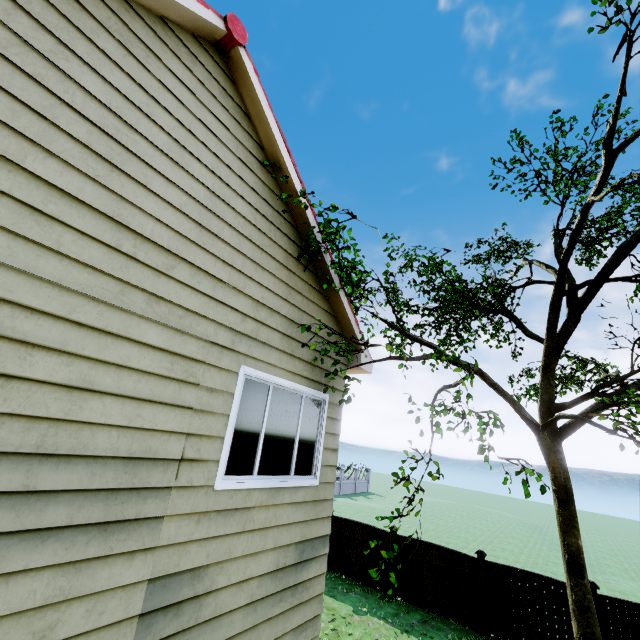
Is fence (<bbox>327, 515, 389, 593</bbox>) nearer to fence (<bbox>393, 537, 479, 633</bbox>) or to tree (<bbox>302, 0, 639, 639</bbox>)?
fence (<bbox>393, 537, 479, 633</bbox>)

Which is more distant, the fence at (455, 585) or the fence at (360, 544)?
the fence at (360, 544)

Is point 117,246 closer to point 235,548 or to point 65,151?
point 65,151

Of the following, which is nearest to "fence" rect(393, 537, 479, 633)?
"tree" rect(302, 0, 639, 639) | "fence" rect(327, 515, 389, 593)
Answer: "fence" rect(327, 515, 389, 593)

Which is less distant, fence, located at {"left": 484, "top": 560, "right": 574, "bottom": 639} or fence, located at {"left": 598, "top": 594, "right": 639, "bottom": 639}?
fence, located at {"left": 598, "top": 594, "right": 639, "bottom": 639}

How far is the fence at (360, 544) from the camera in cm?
1161
